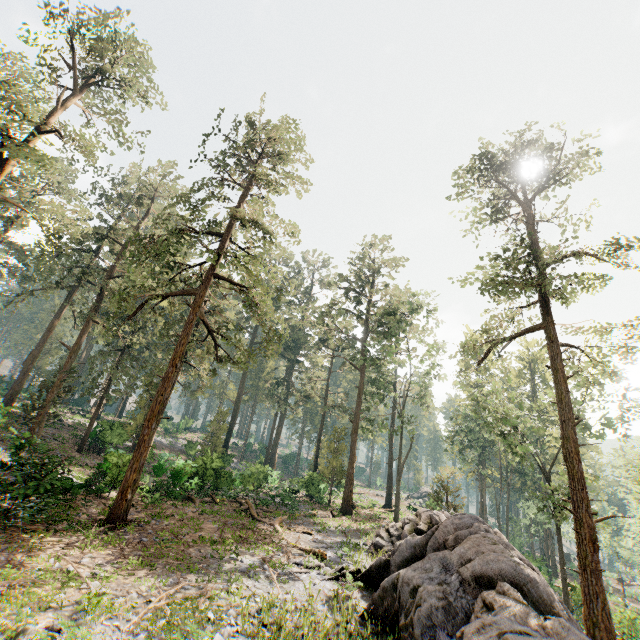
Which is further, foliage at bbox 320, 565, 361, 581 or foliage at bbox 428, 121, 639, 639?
foliage at bbox 428, 121, 639, 639

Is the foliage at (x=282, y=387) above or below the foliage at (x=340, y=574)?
above

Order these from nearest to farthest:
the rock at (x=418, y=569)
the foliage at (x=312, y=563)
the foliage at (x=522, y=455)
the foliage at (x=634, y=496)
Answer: the rock at (x=418, y=569) < the foliage at (x=312, y=563) < the foliage at (x=522, y=455) < the foliage at (x=634, y=496)

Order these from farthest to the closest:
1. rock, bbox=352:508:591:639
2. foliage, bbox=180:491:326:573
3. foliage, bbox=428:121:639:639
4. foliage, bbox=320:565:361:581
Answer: foliage, bbox=428:121:639:639, foliage, bbox=180:491:326:573, foliage, bbox=320:565:361:581, rock, bbox=352:508:591:639

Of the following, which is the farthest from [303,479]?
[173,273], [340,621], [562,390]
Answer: [173,273]

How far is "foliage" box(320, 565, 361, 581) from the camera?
11.73m
